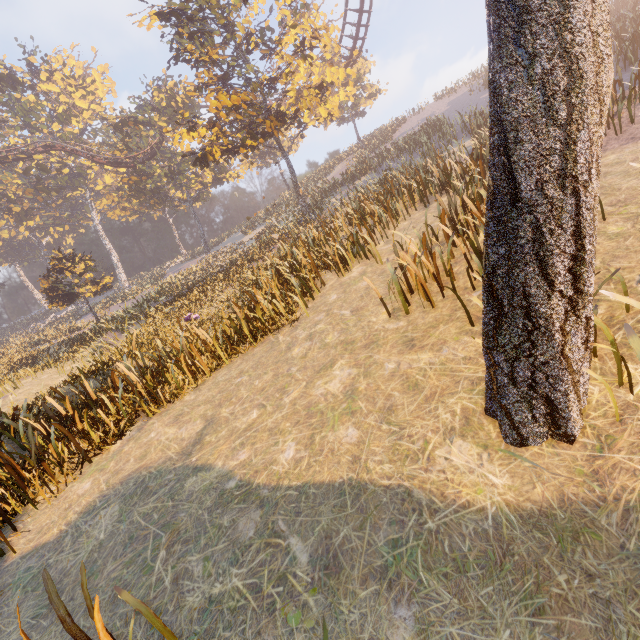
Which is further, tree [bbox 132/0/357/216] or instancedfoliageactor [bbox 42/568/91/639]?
tree [bbox 132/0/357/216]

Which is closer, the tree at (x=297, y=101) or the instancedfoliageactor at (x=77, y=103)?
the tree at (x=297, y=101)

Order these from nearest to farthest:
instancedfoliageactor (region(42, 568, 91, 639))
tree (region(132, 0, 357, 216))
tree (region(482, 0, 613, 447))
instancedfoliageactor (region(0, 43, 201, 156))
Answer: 1. tree (region(482, 0, 613, 447))
2. instancedfoliageactor (region(42, 568, 91, 639))
3. tree (region(132, 0, 357, 216))
4. instancedfoliageactor (region(0, 43, 201, 156))

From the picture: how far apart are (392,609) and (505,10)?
4.1 meters

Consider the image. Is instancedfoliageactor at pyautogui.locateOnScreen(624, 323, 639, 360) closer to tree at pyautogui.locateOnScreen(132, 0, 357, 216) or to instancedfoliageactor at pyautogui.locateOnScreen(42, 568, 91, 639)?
instancedfoliageactor at pyautogui.locateOnScreen(42, 568, 91, 639)

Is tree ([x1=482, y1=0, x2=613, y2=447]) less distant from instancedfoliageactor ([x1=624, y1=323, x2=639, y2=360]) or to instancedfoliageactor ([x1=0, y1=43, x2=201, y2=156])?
instancedfoliageactor ([x1=624, y1=323, x2=639, y2=360])

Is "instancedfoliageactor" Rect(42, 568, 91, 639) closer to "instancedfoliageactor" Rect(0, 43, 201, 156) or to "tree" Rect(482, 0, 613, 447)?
"tree" Rect(482, 0, 613, 447)

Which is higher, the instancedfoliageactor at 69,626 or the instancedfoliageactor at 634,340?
the instancedfoliageactor at 634,340
